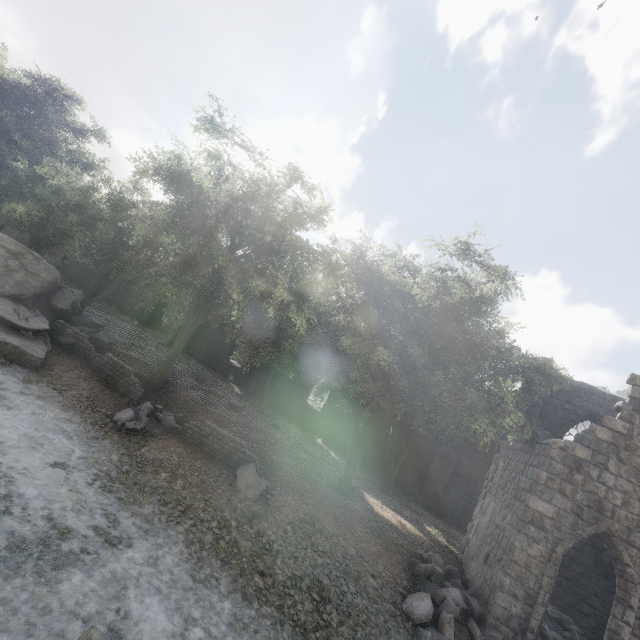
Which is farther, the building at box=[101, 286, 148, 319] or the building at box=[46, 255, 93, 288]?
the building at box=[46, 255, 93, 288]

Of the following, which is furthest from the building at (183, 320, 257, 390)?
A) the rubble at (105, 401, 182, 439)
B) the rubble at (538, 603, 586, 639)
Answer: the rubble at (105, 401, 182, 439)

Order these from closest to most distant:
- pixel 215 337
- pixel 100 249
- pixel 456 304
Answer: pixel 456 304, pixel 100 249, pixel 215 337

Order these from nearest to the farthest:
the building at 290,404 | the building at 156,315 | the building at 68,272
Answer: the building at 290,404
the building at 68,272
the building at 156,315

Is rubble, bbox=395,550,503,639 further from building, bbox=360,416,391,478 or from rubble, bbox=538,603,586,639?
rubble, bbox=538,603,586,639

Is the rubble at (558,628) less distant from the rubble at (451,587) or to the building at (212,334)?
the building at (212,334)

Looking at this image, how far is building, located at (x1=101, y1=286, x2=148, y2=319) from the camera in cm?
3164

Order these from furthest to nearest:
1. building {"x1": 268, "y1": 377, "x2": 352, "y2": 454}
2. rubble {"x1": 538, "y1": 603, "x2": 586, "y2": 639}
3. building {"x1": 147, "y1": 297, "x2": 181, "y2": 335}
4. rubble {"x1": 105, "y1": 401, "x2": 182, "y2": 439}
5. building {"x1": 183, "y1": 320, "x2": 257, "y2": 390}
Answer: building {"x1": 147, "y1": 297, "x2": 181, "y2": 335}
building {"x1": 183, "y1": 320, "x2": 257, "y2": 390}
building {"x1": 268, "y1": 377, "x2": 352, "y2": 454}
rubble {"x1": 105, "y1": 401, "x2": 182, "y2": 439}
rubble {"x1": 538, "y1": 603, "x2": 586, "y2": 639}
